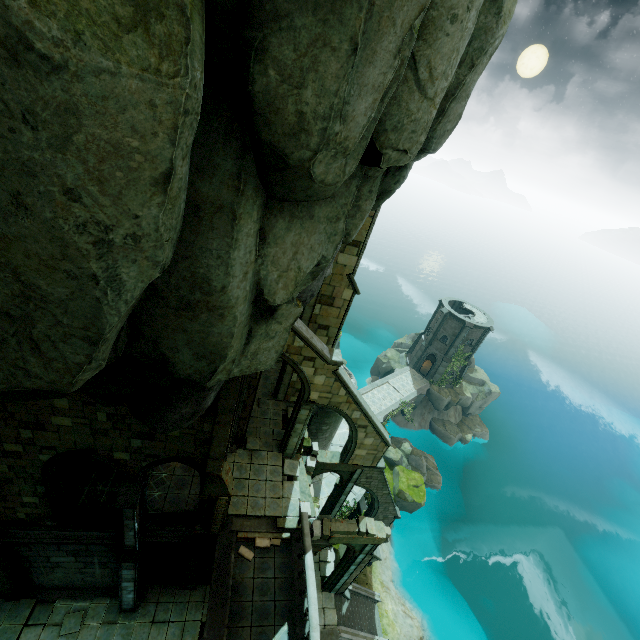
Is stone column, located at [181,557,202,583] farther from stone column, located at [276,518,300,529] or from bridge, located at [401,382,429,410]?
bridge, located at [401,382,429,410]

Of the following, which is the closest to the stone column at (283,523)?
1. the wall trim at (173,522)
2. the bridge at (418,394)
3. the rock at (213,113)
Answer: the wall trim at (173,522)

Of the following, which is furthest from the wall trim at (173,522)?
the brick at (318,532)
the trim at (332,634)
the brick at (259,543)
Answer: the trim at (332,634)

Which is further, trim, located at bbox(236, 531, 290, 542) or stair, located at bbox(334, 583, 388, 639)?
stair, located at bbox(334, 583, 388, 639)

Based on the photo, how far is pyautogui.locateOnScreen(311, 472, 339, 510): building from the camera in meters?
25.6 m

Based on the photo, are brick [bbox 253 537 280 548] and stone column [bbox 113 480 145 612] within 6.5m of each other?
yes

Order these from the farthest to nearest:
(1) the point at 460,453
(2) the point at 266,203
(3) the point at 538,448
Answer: (3) the point at 538,448 → (1) the point at 460,453 → (2) the point at 266,203

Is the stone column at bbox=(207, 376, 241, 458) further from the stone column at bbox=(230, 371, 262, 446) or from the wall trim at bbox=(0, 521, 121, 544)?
the wall trim at bbox=(0, 521, 121, 544)
